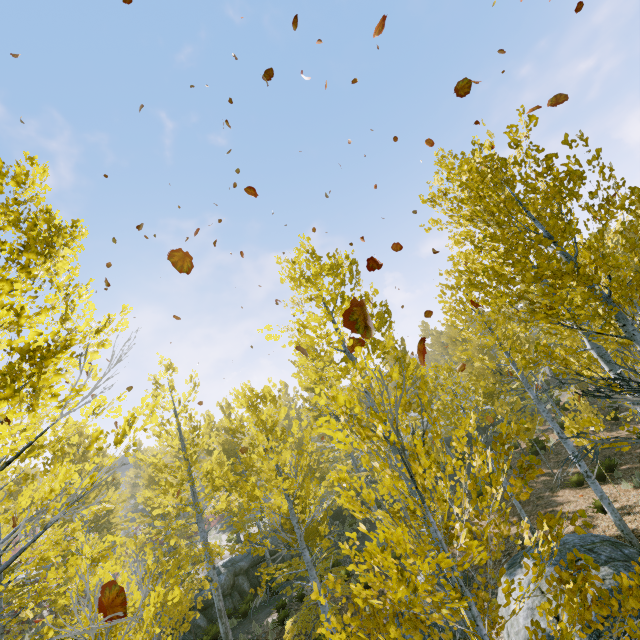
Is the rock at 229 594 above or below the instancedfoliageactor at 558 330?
below

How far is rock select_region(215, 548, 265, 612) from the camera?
16.98m

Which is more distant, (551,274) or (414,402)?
(414,402)

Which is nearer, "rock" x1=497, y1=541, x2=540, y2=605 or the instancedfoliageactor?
the instancedfoliageactor

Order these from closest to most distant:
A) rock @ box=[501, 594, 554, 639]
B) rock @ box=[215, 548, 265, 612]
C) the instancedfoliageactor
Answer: the instancedfoliageactor < rock @ box=[501, 594, 554, 639] < rock @ box=[215, 548, 265, 612]

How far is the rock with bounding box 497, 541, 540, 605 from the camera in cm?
732

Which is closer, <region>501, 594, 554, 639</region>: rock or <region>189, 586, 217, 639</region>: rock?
<region>501, 594, 554, 639</region>: rock

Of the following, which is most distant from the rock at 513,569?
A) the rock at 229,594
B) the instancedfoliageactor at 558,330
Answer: the rock at 229,594
